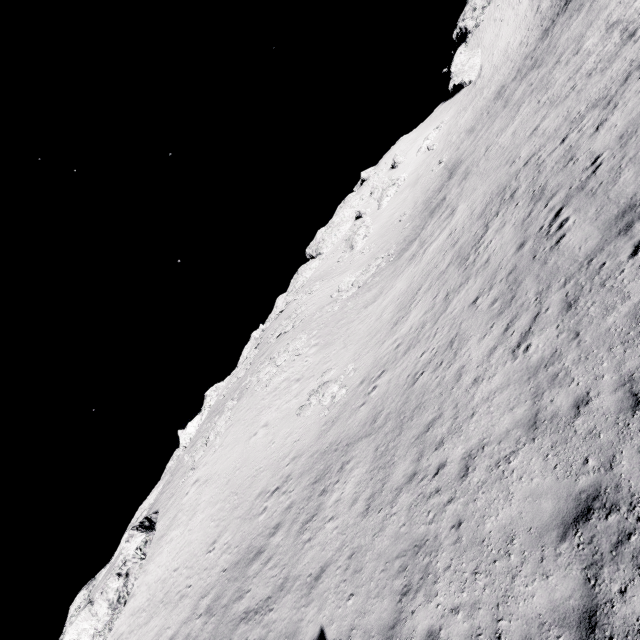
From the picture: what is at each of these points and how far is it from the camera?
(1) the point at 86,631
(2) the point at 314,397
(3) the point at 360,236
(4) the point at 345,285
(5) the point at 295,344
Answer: (1) stone, 20.66m
(2) stone, 23.00m
(3) stone, 59.72m
(4) stone, 41.25m
(5) stone, 34.50m

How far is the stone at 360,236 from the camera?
53.0m

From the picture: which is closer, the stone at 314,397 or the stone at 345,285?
the stone at 314,397

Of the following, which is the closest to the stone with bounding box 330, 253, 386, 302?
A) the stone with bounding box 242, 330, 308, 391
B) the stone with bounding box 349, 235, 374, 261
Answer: the stone with bounding box 242, 330, 308, 391

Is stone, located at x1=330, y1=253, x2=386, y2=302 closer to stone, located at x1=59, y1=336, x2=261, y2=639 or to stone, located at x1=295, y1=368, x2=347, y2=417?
stone, located at x1=295, y1=368, x2=347, y2=417

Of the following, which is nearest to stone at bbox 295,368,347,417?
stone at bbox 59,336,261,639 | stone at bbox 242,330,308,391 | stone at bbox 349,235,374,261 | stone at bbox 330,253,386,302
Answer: stone at bbox 242,330,308,391

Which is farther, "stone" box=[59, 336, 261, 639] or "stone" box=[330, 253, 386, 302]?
"stone" box=[330, 253, 386, 302]

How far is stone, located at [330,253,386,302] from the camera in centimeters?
3719cm
